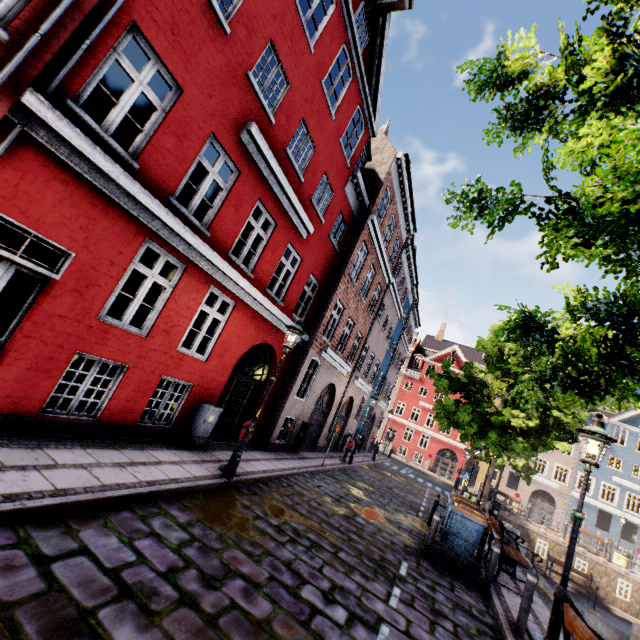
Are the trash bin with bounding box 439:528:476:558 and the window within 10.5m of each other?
no

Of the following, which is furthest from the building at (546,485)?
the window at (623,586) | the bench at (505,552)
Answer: the window at (623,586)

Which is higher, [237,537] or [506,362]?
[506,362]

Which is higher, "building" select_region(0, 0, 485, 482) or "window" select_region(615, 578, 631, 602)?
"building" select_region(0, 0, 485, 482)

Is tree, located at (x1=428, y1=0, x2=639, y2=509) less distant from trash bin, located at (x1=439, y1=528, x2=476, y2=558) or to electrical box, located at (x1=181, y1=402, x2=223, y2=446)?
trash bin, located at (x1=439, y1=528, x2=476, y2=558)

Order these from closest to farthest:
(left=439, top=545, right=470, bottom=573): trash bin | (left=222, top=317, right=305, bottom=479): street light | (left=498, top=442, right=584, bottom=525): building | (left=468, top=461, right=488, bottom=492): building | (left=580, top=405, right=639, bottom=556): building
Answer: (left=222, top=317, right=305, bottom=479): street light
(left=439, top=545, right=470, bottom=573): trash bin
(left=580, top=405, right=639, bottom=556): building
(left=498, top=442, right=584, bottom=525): building
(left=468, top=461, right=488, bottom=492): building

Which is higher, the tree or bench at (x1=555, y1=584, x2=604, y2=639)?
the tree

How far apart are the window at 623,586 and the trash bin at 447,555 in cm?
1826
